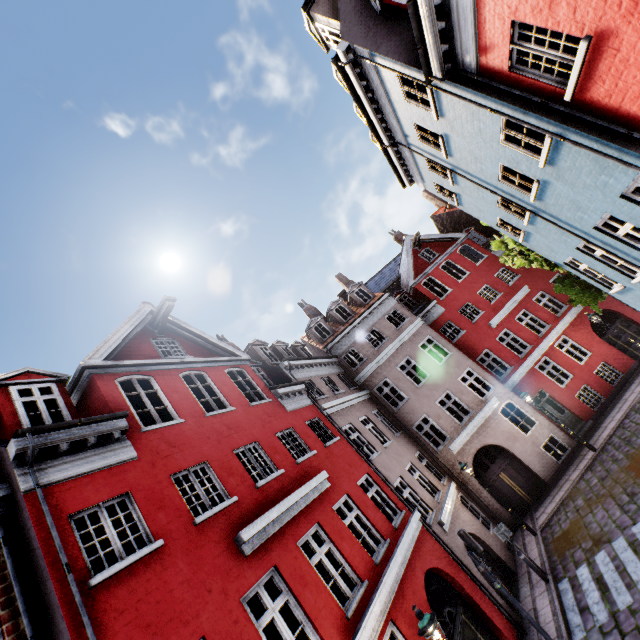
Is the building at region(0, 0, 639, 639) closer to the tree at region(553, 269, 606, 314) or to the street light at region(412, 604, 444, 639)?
the street light at region(412, 604, 444, 639)

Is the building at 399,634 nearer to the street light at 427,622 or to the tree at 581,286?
the street light at 427,622

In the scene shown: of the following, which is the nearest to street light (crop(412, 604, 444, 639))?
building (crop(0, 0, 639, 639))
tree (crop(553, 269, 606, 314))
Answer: building (crop(0, 0, 639, 639))

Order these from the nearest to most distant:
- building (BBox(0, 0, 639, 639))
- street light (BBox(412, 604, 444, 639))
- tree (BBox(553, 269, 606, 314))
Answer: building (BBox(0, 0, 639, 639)) → street light (BBox(412, 604, 444, 639)) → tree (BBox(553, 269, 606, 314))

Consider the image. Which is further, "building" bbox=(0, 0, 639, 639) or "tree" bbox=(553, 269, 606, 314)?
"tree" bbox=(553, 269, 606, 314)

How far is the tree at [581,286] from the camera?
13.34m

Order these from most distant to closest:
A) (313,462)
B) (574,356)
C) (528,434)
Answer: (574,356) → (528,434) → (313,462)

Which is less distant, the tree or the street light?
the street light
